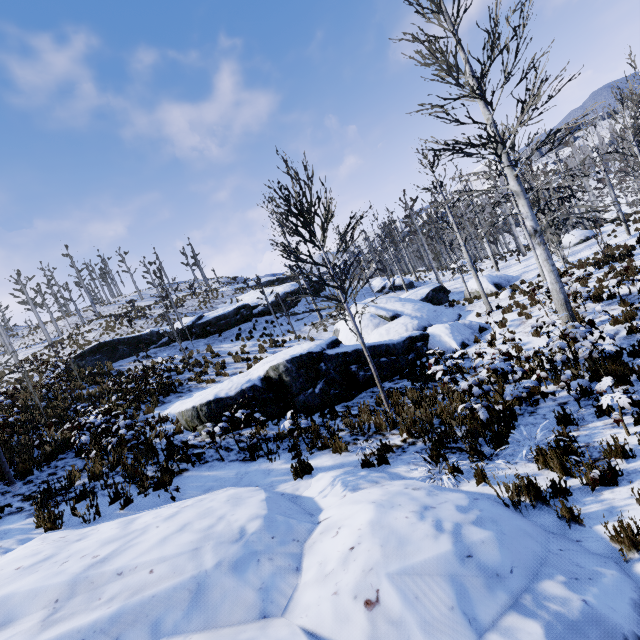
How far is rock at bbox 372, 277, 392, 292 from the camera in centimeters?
3353cm

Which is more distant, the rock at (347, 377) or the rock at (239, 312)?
the rock at (239, 312)

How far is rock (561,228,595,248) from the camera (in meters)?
24.55

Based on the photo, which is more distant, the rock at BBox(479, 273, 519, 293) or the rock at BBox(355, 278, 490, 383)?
→ the rock at BBox(479, 273, 519, 293)

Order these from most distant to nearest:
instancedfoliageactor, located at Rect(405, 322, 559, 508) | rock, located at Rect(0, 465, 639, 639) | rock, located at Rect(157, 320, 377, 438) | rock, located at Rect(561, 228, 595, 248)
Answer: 1. rock, located at Rect(561, 228, 595, 248)
2. rock, located at Rect(157, 320, 377, 438)
3. instancedfoliageactor, located at Rect(405, 322, 559, 508)
4. rock, located at Rect(0, 465, 639, 639)

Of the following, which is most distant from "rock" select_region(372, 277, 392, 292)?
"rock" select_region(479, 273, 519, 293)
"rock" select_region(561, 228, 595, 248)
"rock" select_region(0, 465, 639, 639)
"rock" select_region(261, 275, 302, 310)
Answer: "rock" select_region(0, 465, 639, 639)

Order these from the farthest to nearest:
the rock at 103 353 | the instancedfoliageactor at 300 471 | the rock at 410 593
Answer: the rock at 103 353, the instancedfoliageactor at 300 471, the rock at 410 593

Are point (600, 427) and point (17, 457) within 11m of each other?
no
